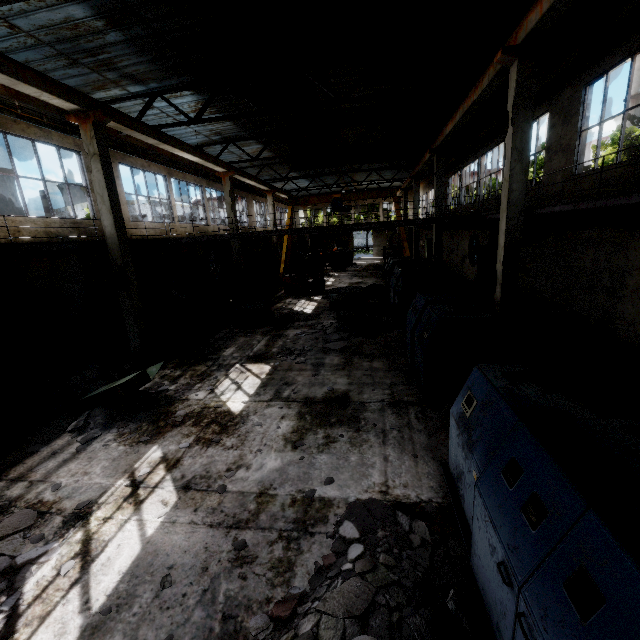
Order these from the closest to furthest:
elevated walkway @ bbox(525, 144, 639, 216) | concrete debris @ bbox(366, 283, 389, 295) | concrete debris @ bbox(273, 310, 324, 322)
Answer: elevated walkway @ bbox(525, 144, 639, 216), concrete debris @ bbox(273, 310, 324, 322), concrete debris @ bbox(366, 283, 389, 295)

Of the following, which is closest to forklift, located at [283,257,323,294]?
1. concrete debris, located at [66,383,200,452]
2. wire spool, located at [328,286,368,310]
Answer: wire spool, located at [328,286,368,310]

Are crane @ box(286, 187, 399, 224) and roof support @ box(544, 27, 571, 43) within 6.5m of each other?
no

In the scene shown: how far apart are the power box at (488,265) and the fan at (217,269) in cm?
1740

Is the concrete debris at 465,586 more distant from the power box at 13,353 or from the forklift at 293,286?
the forklift at 293,286

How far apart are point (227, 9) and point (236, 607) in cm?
1255

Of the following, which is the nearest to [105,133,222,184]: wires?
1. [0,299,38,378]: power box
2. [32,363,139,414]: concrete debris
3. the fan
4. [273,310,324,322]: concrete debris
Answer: the fan

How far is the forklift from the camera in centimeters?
2092cm
